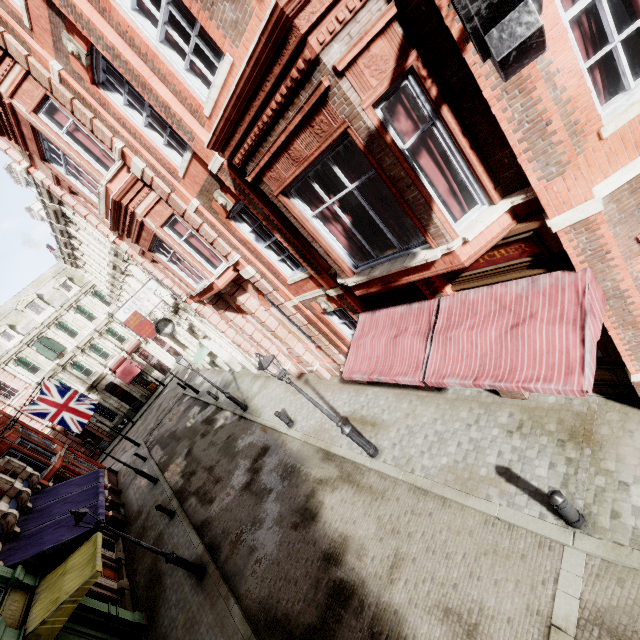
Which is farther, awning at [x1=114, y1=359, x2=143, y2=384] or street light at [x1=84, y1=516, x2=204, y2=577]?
awning at [x1=114, y1=359, x2=143, y2=384]

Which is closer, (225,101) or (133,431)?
(225,101)

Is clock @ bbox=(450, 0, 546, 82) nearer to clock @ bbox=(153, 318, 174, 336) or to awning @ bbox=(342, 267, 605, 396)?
awning @ bbox=(342, 267, 605, 396)

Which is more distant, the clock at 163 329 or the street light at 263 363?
the clock at 163 329

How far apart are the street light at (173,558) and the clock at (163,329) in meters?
9.5

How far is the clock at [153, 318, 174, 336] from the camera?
17.8 meters

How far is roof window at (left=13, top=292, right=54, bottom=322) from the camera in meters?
35.0

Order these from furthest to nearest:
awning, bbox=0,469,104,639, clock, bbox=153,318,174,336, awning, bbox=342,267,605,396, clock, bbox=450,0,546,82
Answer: clock, bbox=153,318,174,336, awning, bbox=0,469,104,639, awning, bbox=342,267,605,396, clock, bbox=450,0,546,82
